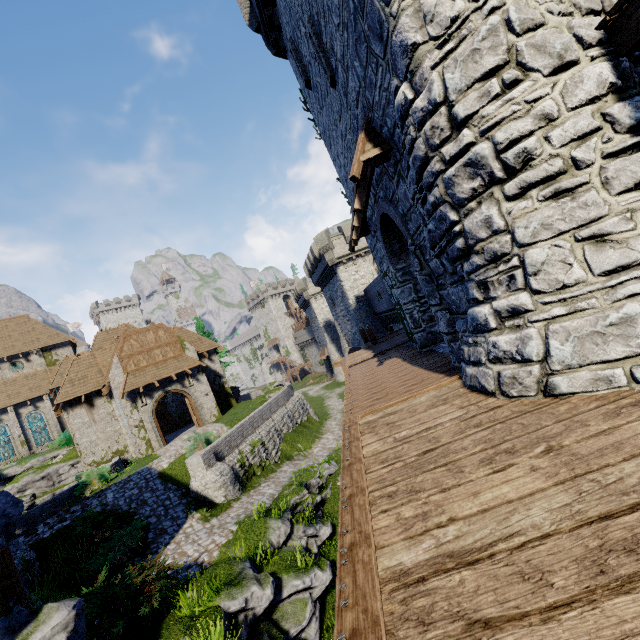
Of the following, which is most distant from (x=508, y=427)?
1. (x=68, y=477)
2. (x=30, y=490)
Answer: (x=30, y=490)

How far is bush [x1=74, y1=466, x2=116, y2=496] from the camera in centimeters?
1812cm

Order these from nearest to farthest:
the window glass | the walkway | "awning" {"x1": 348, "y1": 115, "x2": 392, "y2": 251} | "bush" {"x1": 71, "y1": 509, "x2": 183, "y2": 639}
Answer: the walkway
"awning" {"x1": 348, "y1": 115, "x2": 392, "y2": 251}
"bush" {"x1": 71, "y1": 509, "x2": 183, "y2": 639}
the window glass

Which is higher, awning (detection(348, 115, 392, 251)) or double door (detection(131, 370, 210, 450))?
awning (detection(348, 115, 392, 251))

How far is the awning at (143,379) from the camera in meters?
23.1 m

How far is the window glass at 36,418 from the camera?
35.1m

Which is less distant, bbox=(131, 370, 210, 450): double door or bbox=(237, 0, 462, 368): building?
bbox=(237, 0, 462, 368): building

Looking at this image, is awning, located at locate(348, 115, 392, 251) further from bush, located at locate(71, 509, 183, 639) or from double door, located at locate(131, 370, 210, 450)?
double door, located at locate(131, 370, 210, 450)
